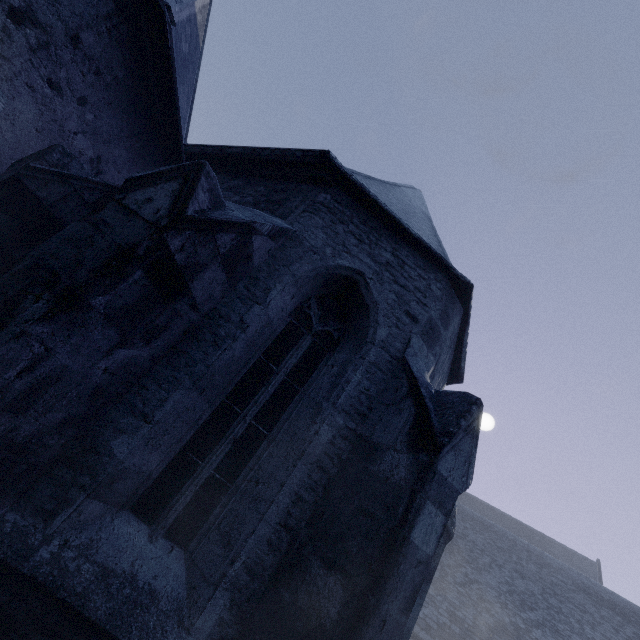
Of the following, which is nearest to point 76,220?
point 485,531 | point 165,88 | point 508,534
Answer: point 165,88
